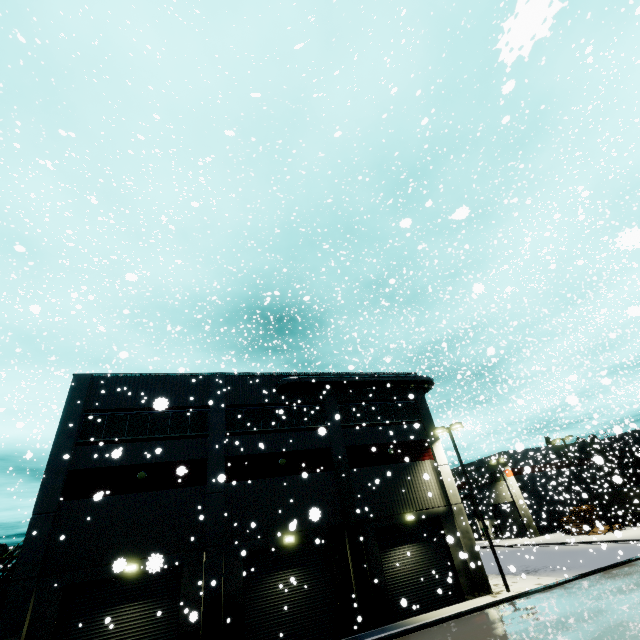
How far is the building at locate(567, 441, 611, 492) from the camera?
38.1 meters

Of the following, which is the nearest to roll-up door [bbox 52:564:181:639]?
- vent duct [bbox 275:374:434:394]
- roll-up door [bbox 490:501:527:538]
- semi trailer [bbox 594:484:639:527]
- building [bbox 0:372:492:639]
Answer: building [bbox 0:372:492:639]

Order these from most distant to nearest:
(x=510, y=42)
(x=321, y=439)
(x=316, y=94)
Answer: (x=321, y=439), (x=316, y=94), (x=510, y=42)

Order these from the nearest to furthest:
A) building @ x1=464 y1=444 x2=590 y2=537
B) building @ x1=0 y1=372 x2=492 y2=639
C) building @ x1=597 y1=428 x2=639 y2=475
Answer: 1. building @ x1=0 y1=372 x2=492 y2=639
2. building @ x1=464 y1=444 x2=590 y2=537
3. building @ x1=597 y1=428 x2=639 y2=475

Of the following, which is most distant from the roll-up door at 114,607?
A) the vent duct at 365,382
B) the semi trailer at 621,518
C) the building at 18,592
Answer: the vent duct at 365,382

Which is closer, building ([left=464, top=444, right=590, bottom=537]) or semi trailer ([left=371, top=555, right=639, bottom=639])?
semi trailer ([left=371, top=555, right=639, bottom=639])

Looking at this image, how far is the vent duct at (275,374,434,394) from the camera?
22.7m

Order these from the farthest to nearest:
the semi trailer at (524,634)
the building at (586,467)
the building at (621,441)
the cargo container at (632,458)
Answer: A: the building at (621,441) → the building at (586,467) → the cargo container at (632,458) → the semi trailer at (524,634)
